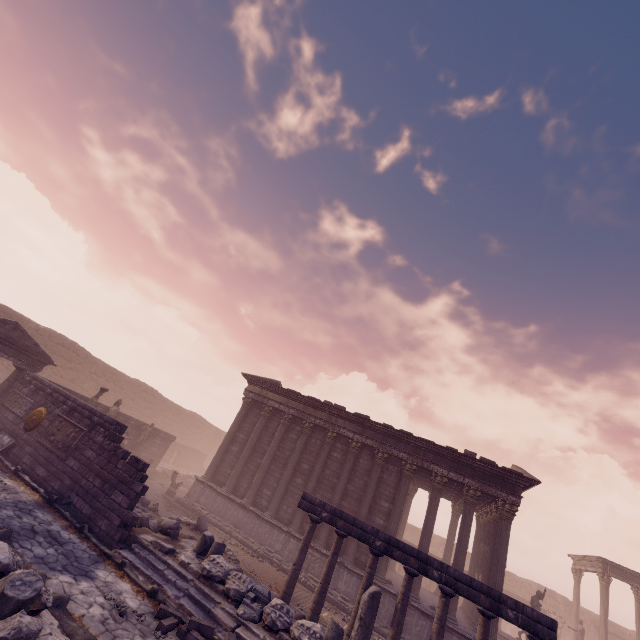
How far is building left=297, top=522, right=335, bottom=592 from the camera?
13.8m

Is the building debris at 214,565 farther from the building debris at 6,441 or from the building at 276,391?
the building debris at 6,441

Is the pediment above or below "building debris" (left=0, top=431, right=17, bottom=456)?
above

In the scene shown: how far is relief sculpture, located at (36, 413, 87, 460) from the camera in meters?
11.2

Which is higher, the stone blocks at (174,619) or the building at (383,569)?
the building at (383,569)

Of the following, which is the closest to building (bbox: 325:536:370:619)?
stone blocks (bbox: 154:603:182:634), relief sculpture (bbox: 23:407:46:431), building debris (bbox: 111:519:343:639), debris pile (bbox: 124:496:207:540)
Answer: debris pile (bbox: 124:496:207:540)

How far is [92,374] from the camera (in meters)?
25.27

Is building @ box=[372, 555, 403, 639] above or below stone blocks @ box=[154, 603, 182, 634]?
above
